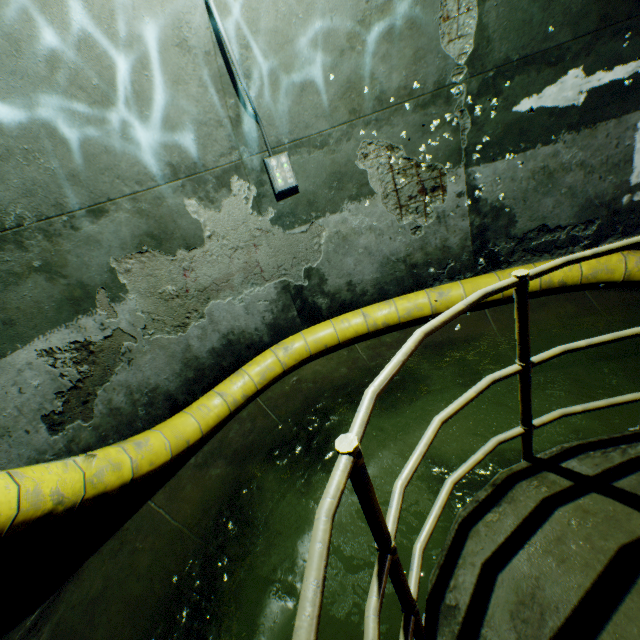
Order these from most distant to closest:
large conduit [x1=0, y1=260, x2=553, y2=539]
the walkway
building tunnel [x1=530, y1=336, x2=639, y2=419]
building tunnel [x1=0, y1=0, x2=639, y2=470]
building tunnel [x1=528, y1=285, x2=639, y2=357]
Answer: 1. building tunnel [x1=528, y1=285, x2=639, y2=357]
2. building tunnel [x1=530, y1=336, x2=639, y2=419]
3. building tunnel [x1=0, y1=0, x2=639, y2=470]
4. large conduit [x1=0, y1=260, x2=553, y2=539]
5. the walkway

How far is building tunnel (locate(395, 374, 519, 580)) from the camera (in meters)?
2.78

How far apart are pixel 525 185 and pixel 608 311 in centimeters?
193cm

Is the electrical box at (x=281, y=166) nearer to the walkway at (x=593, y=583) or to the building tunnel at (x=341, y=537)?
the building tunnel at (x=341, y=537)

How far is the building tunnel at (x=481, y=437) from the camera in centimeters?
278cm

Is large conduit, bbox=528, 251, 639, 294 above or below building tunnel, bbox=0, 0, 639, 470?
below

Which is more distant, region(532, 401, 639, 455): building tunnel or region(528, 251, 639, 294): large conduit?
region(528, 251, 639, 294): large conduit

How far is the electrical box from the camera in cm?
378
